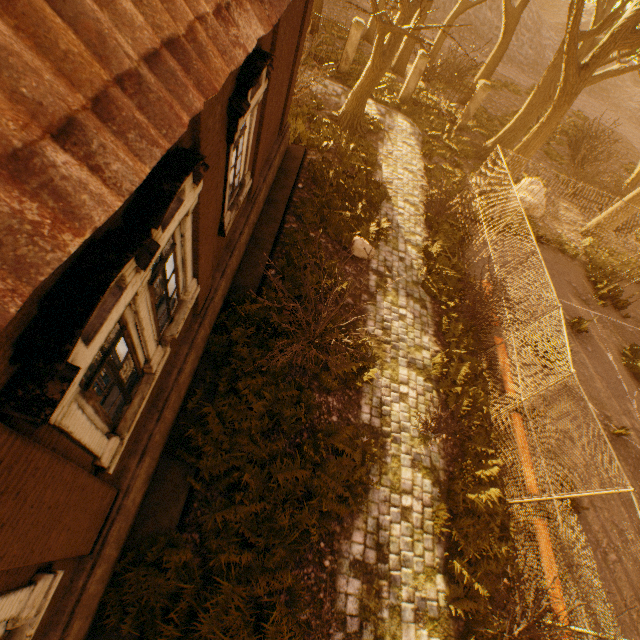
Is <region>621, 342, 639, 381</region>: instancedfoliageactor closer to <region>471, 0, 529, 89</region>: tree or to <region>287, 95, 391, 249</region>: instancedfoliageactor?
<region>471, 0, 529, 89</region>: tree

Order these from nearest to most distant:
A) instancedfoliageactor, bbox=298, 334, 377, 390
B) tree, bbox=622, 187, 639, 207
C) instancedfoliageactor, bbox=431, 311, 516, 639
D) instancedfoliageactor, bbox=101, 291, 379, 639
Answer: instancedfoliageactor, bbox=101, 291, 379, 639, instancedfoliageactor, bbox=431, 311, 516, 639, instancedfoliageactor, bbox=298, 334, 377, 390, tree, bbox=622, 187, 639, 207

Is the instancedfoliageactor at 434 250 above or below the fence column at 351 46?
below

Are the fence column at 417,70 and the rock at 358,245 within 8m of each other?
no

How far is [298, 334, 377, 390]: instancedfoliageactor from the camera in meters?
7.8 m

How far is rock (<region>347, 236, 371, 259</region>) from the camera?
10.5 meters

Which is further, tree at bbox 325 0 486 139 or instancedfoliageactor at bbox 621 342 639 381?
instancedfoliageactor at bbox 621 342 639 381

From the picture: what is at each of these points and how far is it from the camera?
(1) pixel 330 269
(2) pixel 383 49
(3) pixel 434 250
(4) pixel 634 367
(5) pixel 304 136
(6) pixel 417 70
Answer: (1) instancedfoliageactor, 9.8m
(2) tree, 13.0m
(3) instancedfoliageactor, 12.1m
(4) instancedfoliageactor, 12.2m
(5) instancedfoliageactor, 13.7m
(6) fence column, 18.3m
